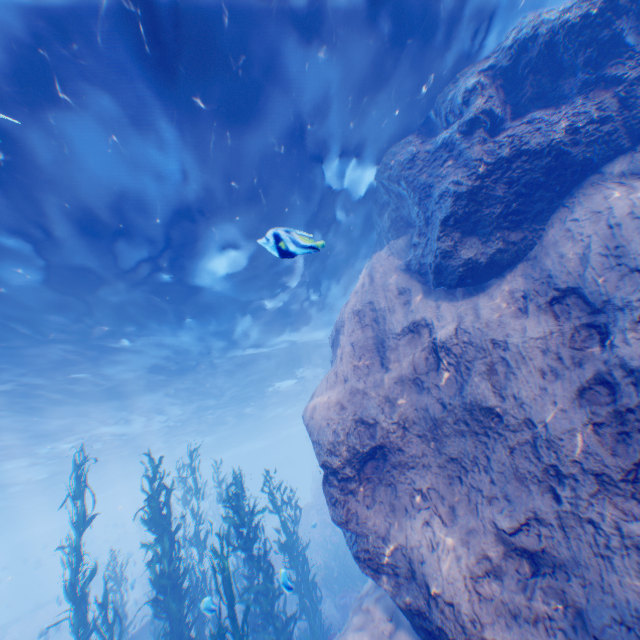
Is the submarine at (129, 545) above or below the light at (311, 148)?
below

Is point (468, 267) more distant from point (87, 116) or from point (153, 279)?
point (153, 279)

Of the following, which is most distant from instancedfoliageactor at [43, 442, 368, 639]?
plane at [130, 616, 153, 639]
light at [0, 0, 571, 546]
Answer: light at [0, 0, 571, 546]

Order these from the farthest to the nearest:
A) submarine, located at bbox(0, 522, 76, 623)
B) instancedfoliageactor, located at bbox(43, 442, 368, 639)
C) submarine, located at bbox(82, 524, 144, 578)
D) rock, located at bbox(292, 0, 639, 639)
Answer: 1. submarine, located at bbox(0, 522, 76, 623)
2. submarine, located at bbox(82, 524, 144, 578)
3. instancedfoliageactor, located at bbox(43, 442, 368, 639)
4. rock, located at bbox(292, 0, 639, 639)

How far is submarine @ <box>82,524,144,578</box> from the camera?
35.9m

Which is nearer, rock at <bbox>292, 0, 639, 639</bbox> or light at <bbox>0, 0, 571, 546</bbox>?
rock at <bbox>292, 0, 639, 639</bbox>

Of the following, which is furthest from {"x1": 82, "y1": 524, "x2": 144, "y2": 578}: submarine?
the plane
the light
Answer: the plane

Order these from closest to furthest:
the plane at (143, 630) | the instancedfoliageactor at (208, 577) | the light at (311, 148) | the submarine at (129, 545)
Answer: the light at (311, 148)
the instancedfoliageactor at (208, 577)
the plane at (143, 630)
the submarine at (129, 545)
